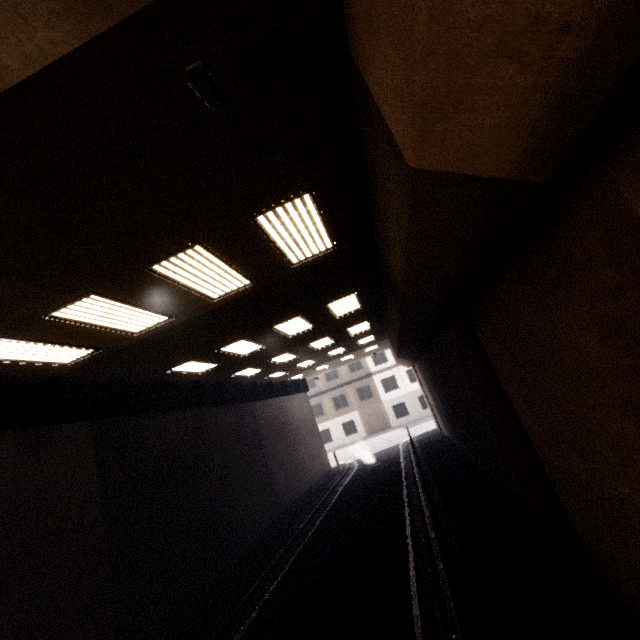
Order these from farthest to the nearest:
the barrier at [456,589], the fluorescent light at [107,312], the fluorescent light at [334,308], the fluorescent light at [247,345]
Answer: the fluorescent light at [247,345] → the fluorescent light at [334,308] → the fluorescent light at [107,312] → the barrier at [456,589]

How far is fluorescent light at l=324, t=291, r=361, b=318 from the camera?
9.7m

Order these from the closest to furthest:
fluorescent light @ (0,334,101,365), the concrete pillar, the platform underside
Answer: the concrete pillar < fluorescent light @ (0,334,101,365) < the platform underside

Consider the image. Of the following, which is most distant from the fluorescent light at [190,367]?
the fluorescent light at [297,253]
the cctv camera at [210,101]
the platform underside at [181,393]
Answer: the cctv camera at [210,101]

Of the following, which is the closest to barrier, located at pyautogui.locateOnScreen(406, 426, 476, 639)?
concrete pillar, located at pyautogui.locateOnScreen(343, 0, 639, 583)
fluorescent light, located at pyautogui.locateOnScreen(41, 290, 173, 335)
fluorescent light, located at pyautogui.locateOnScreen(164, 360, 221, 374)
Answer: concrete pillar, located at pyautogui.locateOnScreen(343, 0, 639, 583)

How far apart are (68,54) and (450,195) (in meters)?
3.15

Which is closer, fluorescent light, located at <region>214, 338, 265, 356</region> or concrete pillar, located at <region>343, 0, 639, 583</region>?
concrete pillar, located at <region>343, 0, 639, 583</region>

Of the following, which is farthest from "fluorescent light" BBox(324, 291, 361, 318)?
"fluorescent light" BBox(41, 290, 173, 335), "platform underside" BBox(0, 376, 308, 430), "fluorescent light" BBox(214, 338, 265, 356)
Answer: "platform underside" BBox(0, 376, 308, 430)
